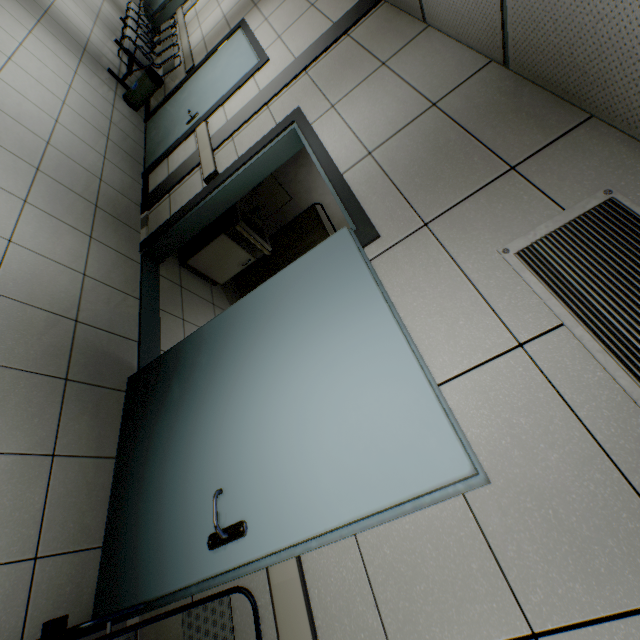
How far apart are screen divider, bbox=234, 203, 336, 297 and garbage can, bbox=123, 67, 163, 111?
3.08m

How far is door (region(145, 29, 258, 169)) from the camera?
4.1 meters

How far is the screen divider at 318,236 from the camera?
4.2 meters

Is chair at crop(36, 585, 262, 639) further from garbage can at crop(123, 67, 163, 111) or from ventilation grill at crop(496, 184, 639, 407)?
garbage can at crop(123, 67, 163, 111)

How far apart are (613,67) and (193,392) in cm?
255

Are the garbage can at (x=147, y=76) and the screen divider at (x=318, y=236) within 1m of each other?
no

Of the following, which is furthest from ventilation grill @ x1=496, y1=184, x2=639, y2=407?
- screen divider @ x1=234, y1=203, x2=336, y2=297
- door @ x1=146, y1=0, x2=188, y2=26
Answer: door @ x1=146, y1=0, x2=188, y2=26

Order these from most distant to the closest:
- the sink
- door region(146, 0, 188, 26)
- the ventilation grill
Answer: door region(146, 0, 188, 26)
the sink
the ventilation grill
